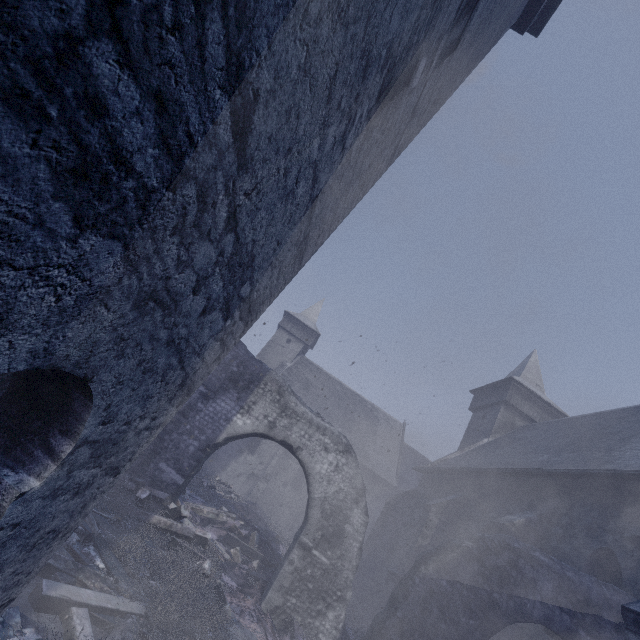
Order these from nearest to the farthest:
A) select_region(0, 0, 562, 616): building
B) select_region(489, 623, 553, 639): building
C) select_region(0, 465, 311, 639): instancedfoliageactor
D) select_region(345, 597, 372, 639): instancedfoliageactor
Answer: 1. select_region(0, 0, 562, 616): building
2. select_region(0, 465, 311, 639): instancedfoliageactor
3. select_region(489, 623, 553, 639): building
4. select_region(345, 597, 372, 639): instancedfoliageactor

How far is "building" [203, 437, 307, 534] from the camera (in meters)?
23.12

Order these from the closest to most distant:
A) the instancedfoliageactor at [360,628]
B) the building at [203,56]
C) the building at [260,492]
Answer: the building at [203,56] < the instancedfoliageactor at [360,628] < the building at [260,492]

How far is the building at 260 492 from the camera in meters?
23.1

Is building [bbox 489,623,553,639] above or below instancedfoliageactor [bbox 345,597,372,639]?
above

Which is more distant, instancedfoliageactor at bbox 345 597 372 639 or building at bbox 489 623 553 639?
instancedfoliageactor at bbox 345 597 372 639

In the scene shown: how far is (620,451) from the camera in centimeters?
981cm
